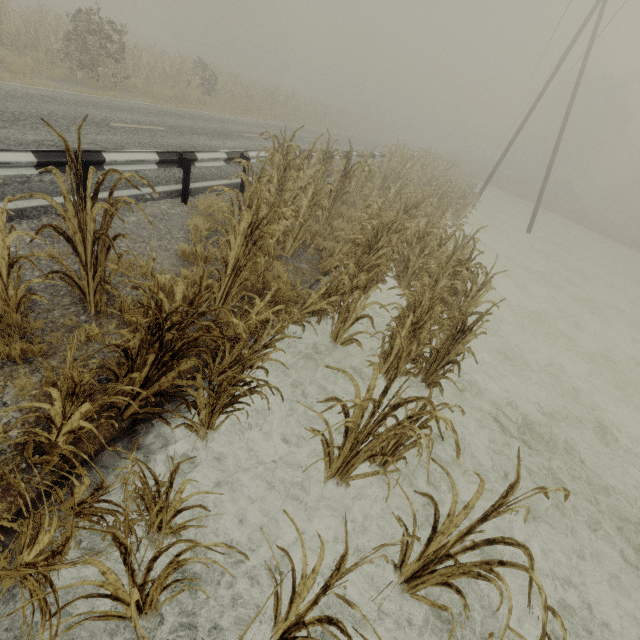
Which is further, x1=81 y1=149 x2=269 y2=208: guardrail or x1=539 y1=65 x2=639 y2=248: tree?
x1=539 y1=65 x2=639 y2=248: tree

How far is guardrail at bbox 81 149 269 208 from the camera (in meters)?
4.95

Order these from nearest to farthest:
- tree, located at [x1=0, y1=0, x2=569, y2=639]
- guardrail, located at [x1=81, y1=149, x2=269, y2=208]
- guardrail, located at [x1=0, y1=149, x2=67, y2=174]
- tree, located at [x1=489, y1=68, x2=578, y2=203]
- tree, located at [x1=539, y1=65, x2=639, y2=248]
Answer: tree, located at [x1=0, y1=0, x2=569, y2=639] < guardrail, located at [x1=0, y1=149, x2=67, y2=174] < guardrail, located at [x1=81, y1=149, x2=269, y2=208] < tree, located at [x1=539, y1=65, x2=639, y2=248] < tree, located at [x1=489, y1=68, x2=578, y2=203]

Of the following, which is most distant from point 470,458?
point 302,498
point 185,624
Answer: point 185,624

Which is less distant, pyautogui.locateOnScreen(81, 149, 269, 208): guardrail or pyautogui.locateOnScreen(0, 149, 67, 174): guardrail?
pyautogui.locateOnScreen(0, 149, 67, 174): guardrail

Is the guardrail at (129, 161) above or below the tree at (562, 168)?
below

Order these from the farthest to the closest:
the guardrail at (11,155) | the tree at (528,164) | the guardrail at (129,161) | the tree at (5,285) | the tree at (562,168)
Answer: the tree at (528,164) → the tree at (562,168) → the guardrail at (129,161) → the guardrail at (11,155) → the tree at (5,285)
